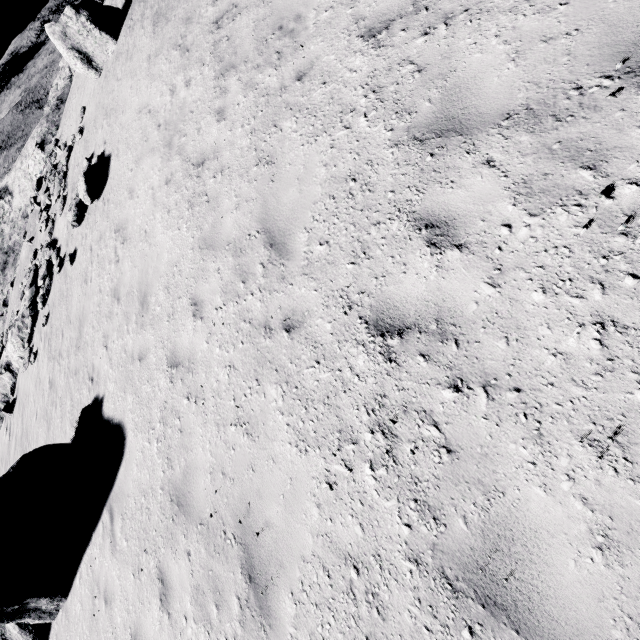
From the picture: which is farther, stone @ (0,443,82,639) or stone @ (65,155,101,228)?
stone @ (65,155,101,228)

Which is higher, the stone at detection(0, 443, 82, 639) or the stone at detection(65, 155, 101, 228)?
the stone at detection(65, 155, 101, 228)

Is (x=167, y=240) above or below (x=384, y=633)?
above

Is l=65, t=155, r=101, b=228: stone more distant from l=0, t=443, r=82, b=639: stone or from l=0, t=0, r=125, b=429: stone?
l=0, t=443, r=82, b=639: stone

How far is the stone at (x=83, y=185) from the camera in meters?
11.0

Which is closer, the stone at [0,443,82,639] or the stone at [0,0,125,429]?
the stone at [0,443,82,639]

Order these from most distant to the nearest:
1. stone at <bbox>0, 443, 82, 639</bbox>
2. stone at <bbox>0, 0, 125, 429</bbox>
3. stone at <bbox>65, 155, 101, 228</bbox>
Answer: stone at <bbox>0, 0, 125, 429</bbox> < stone at <bbox>65, 155, 101, 228</bbox> < stone at <bbox>0, 443, 82, 639</bbox>

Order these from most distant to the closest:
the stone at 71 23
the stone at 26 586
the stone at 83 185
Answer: the stone at 71 23, the stone at 83 185, the stone at 26 586
